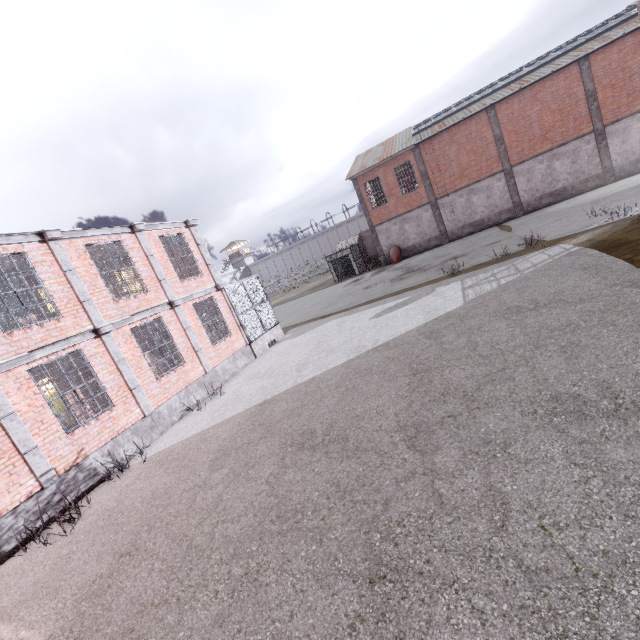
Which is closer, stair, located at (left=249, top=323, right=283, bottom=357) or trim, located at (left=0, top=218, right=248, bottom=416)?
trim, located at (left=0, top=218, right=248, bottom=416)

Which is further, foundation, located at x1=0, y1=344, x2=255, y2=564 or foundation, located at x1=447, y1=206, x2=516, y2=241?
foundation, located at x1=447, y1=206, x2=516, y2=241

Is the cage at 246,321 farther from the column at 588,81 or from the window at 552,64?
the column at 588,81

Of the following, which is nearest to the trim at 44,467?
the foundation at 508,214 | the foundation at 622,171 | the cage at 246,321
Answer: the cage at 246,321

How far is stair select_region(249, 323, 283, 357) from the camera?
16.1m

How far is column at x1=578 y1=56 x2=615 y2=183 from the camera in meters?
22.6

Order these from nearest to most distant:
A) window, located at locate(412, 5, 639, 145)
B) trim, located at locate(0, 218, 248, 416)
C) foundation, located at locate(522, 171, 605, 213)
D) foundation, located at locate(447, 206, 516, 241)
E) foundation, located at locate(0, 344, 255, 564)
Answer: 1. foundation, located at locate(0, 344, 255, 564)
2. trim, located at locate(0, 218, 248, 416)
3. window, located at locate(412, 5, 639, 145)
4. foundation, located at locate(522, 171, 605, 213)
5. foundation, located at locate(447, 206, 516, 241)

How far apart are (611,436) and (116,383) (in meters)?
11.70
